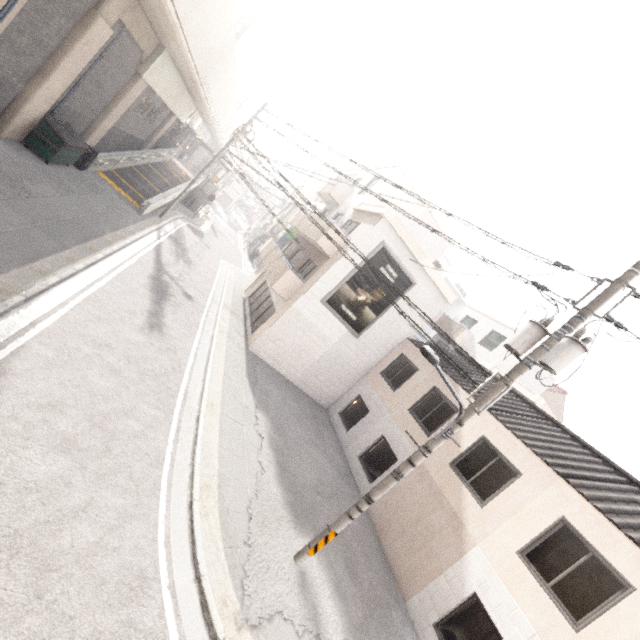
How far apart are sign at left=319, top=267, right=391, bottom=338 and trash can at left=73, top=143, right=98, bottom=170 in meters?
12.6

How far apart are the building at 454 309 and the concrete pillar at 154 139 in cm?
3675

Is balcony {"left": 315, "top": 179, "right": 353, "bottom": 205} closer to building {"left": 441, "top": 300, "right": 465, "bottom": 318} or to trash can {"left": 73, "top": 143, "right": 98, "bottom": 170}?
trash can {"left": 73, "top": 143, "right": 98, "bottom": 170}

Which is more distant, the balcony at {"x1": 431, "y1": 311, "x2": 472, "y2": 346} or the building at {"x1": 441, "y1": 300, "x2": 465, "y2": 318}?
the building at {"x1": 441, "y1": 300, "x2": 465, "y2": 318}

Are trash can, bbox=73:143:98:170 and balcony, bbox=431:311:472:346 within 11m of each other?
no

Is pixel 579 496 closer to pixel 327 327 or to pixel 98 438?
pixel 327 327

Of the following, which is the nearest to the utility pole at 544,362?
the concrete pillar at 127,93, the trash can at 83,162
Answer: the trash can at 83,162

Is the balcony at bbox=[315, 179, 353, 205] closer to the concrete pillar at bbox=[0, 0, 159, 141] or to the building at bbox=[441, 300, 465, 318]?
the concrete pillar at bbox=[0, 0, 159, 141]
